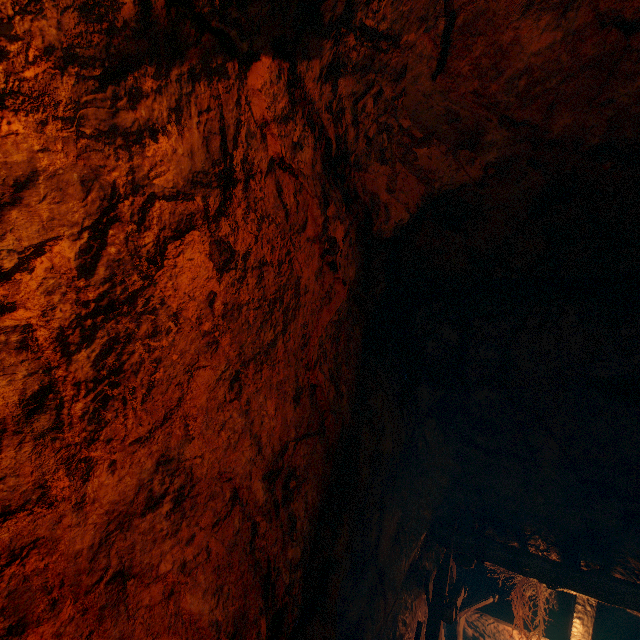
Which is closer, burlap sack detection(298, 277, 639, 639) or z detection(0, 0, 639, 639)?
z detection(0, 0, 639, 639)

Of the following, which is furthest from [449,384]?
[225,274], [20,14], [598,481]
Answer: [20,14]

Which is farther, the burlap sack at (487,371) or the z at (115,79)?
the burlap sack at (487,371)
